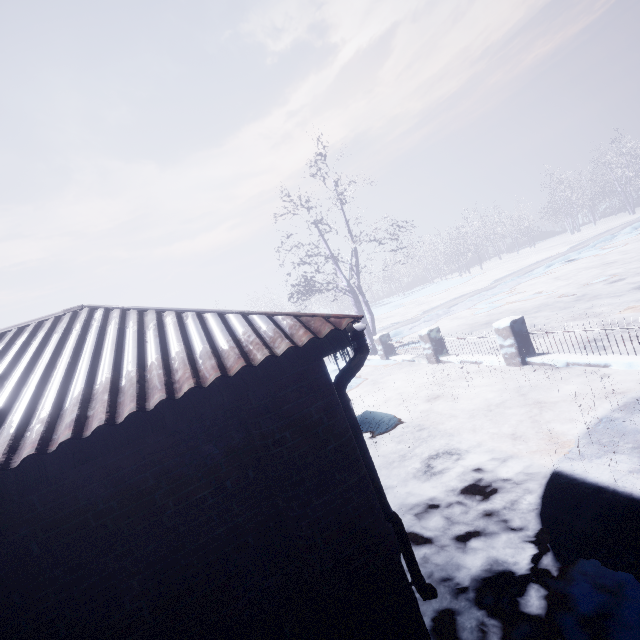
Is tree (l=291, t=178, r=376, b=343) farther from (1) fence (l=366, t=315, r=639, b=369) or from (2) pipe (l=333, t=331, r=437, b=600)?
(2) pipe (l=333, t=331, r=437, b=600)

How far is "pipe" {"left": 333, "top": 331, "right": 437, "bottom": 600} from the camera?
2.25m

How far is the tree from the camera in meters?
11.2

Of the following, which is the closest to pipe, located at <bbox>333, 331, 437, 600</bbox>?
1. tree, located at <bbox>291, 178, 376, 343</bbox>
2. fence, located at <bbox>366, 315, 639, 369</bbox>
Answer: fence, located at <bbox>366, 315, 639, 369</bbox>

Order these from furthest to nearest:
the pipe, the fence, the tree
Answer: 1. the tree
2. the fence
3. the pipe

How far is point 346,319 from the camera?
2.2 meters

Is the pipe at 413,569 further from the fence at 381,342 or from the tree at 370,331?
the tree at 370,331
